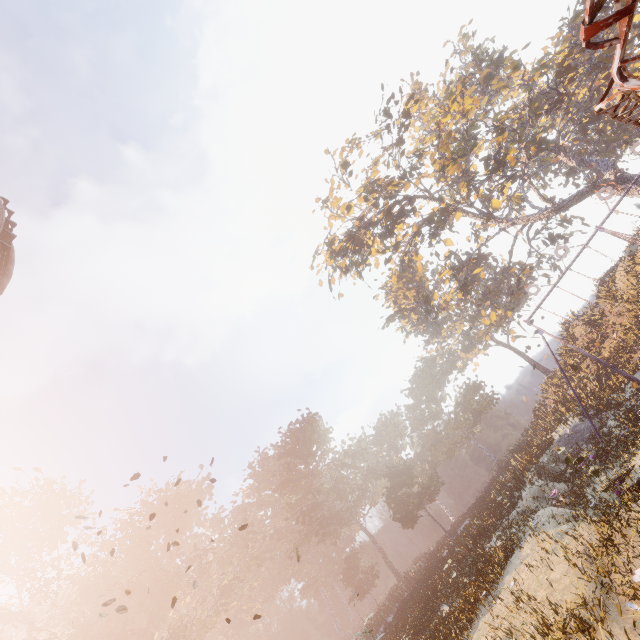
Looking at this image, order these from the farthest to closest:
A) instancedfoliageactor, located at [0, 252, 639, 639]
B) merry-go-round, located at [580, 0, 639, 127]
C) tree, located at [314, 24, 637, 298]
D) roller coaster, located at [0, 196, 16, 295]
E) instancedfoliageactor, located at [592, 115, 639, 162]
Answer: instancedfoliageactor, located at [592, 115, 639, 162] < tree, located at [314, 24, 637, 298] < instancedfoliageactor, located at [0, 252, 639, 639] < roller coaster, located at [0, 196, 16, 295] < merry-go-round, located at [580, 0, 639, 127]

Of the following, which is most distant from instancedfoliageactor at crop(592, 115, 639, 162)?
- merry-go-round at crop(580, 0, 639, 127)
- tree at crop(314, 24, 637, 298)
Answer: merry-go-round at crop(580, 0, 639, 127)

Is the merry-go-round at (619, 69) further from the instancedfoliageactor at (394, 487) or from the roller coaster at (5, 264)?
the instancedfoliageactor at (394, 487)

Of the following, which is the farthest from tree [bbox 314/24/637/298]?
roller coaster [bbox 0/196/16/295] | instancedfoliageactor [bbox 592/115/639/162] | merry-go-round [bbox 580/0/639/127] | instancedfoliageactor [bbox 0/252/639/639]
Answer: roller coaster [bbox 0/196/16/295]

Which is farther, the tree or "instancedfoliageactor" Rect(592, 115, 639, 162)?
"instancedfoliageactor" Rect(592, 115, 639, 162)

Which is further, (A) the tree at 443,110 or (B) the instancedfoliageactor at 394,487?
(A) the tree at 443,110

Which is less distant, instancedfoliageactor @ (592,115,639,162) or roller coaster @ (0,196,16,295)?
roller coaster @ (0,196,16,295)

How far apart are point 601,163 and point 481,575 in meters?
36.4
